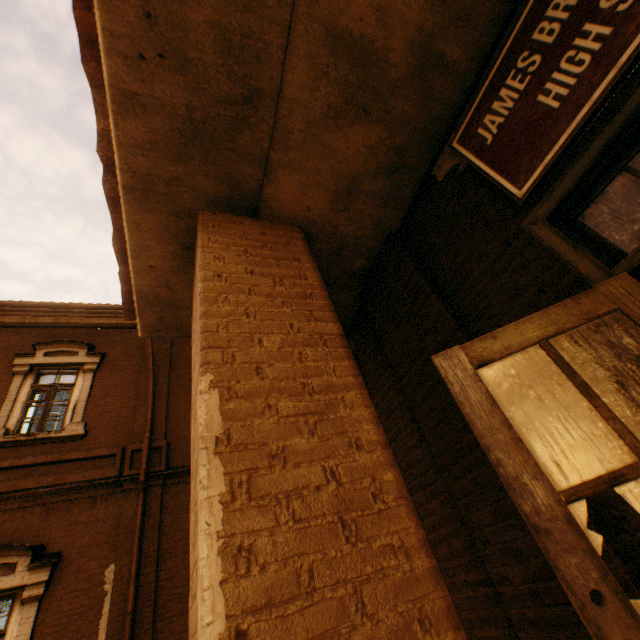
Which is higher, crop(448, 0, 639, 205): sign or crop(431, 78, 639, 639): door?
crop(448, 0, 639, 205): sign

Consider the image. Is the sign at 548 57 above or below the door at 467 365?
above

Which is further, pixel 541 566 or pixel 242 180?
pixel 242 180
